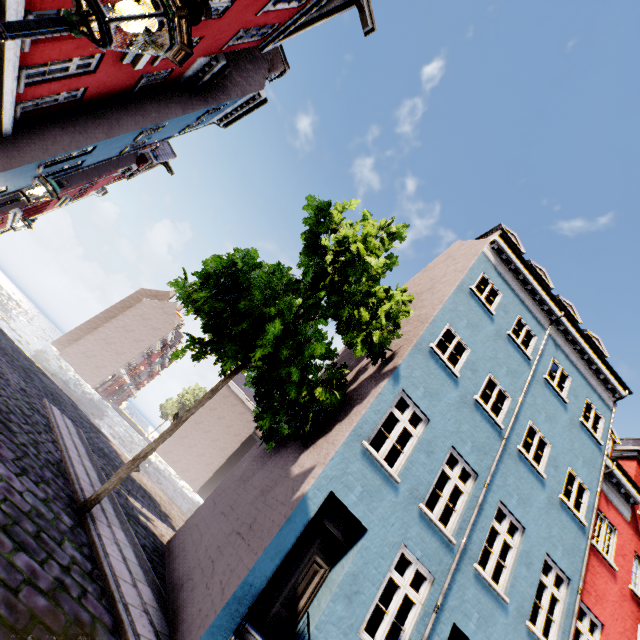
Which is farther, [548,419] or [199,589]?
[548,419]

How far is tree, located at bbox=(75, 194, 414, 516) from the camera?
7.4m

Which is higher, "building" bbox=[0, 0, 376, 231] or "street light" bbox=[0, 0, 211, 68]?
"building" bbox=[0, 0, 376, 231]

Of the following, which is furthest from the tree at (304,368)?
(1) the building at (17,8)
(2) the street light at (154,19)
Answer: (2) the street light at (154,19)

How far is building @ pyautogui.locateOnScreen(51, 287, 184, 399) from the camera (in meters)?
45.59

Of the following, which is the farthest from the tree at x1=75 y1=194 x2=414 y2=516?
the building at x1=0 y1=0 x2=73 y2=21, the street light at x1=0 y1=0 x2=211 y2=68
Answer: the street light at x1=0 y1=0 x2=211 y2=68

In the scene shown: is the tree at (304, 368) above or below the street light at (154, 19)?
above
